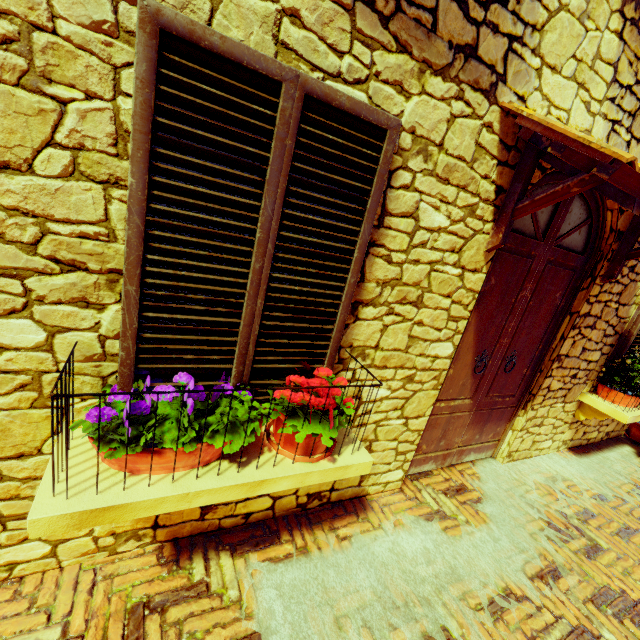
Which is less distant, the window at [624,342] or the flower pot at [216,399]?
the flower pot at [216,399]

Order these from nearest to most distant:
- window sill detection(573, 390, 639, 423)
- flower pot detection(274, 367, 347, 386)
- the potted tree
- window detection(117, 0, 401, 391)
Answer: window detection(117, 0, 401, 391) → flower pot detection(274, 367, 347, 386) → window sill detection(573, 390, 639, 423) → the potted tree

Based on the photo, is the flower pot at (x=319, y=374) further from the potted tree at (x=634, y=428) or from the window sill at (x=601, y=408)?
the potted tree at (x=634, y=428)

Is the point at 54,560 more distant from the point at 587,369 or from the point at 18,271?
the point at 587,369

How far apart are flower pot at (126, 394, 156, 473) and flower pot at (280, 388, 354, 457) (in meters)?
0.16

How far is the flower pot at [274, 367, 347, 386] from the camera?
1.7 meters

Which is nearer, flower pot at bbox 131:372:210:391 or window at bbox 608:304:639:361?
flower pot at bbox 131:372:210:391

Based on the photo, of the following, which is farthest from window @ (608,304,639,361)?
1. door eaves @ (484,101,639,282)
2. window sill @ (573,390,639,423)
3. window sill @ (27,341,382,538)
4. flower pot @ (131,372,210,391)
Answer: flower pot @ (131,372,210,391)
